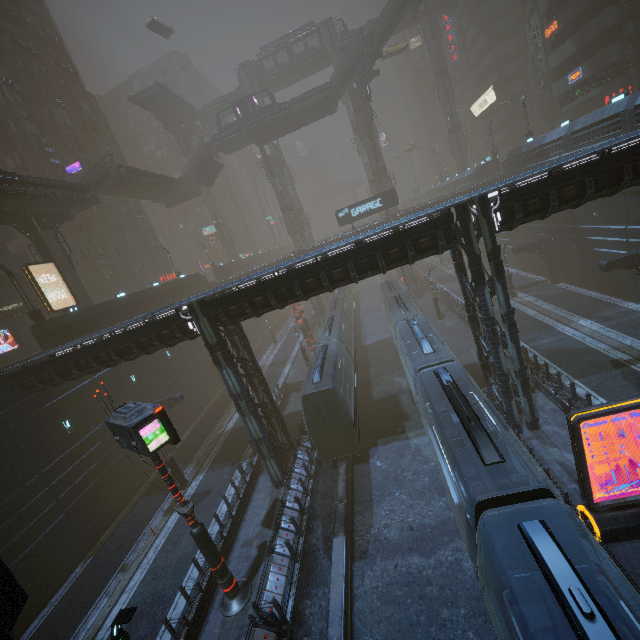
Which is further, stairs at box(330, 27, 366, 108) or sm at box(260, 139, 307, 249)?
sm at box(260, 139, 307, 249)

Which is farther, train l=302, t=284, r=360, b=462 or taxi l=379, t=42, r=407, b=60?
taxi l=379, t=42, r=407, b=60

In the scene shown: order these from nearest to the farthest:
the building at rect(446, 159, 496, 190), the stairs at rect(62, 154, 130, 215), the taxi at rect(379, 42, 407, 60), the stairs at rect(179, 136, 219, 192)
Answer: the stairs at rect(62, 154, 130, 215)
the building at rect(446, 159, 496, 190)
the stairs at rect(179, 136, 219, 192)
the taxi at rect(379, 42, 407, 60)

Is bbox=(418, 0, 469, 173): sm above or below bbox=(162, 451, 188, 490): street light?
above

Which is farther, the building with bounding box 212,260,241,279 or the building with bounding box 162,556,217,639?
the building with bounding box 212,260,241,279

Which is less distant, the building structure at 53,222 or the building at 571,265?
the building at 571,265

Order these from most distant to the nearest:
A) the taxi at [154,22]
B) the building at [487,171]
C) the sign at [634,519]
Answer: the building at [487,171] < the taxi at [154,22] < the sign at [634,519]

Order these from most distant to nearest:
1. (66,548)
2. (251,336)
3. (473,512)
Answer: (251,336)
(66,548)
(473,512)
